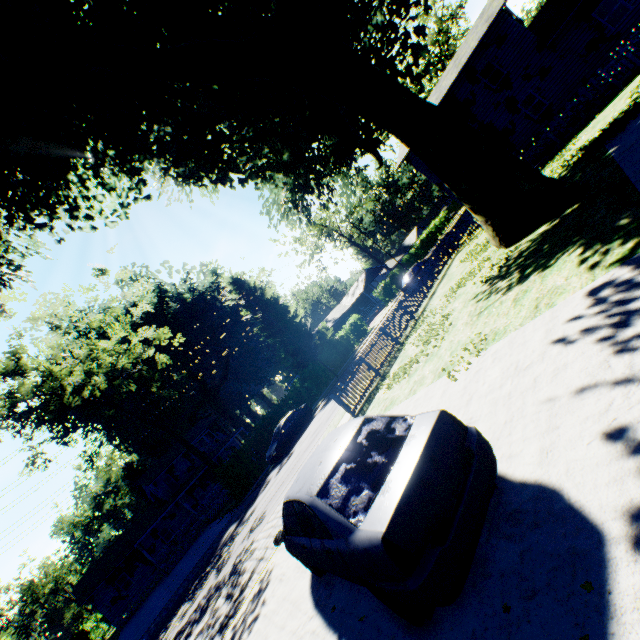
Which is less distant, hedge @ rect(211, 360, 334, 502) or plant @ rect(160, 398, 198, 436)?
hedge @ rect(211, 360, 334, 502)

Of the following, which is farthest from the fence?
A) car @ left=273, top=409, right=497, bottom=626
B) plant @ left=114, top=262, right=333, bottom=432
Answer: plant @ left=114, top=262, right=333, bottom=432

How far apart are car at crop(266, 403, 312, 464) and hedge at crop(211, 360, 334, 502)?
2.7m

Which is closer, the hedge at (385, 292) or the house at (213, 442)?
the house at (213, 442)

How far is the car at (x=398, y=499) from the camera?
2.8 meters

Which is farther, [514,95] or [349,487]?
[514,95]

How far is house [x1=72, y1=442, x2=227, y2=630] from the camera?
31.4m

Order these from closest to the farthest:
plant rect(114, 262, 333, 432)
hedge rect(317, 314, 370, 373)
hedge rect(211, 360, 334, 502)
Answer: hedge rect(211, 360, 334, 502), hedge rect(317, 314, 370, 373), plant rect(114, 262, 333, 432)
